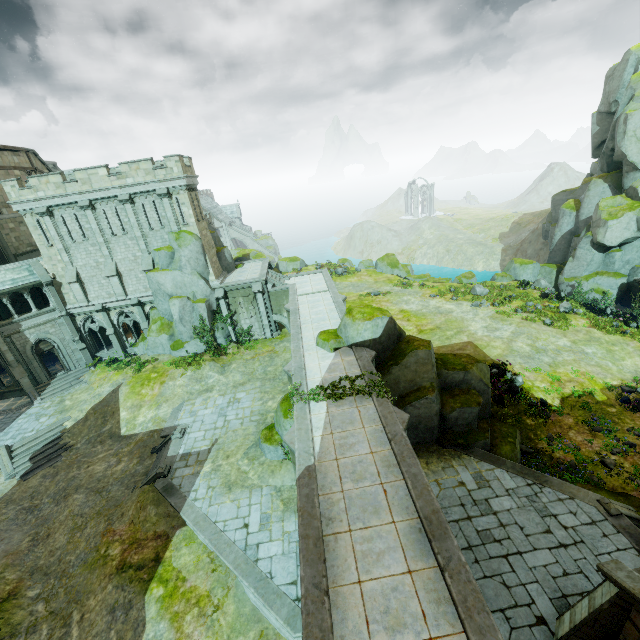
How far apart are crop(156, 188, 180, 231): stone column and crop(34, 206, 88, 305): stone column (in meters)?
8.65

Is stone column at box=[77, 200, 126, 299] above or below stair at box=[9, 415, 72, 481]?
above

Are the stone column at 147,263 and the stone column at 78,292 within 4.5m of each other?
no

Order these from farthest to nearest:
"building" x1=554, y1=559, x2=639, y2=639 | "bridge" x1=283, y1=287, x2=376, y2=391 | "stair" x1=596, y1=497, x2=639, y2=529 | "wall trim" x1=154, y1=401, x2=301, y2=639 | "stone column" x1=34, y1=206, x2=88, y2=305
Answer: "stone column" x1=34, y1=206, x2=88, y2=305 → "bridge" x1=283, y1=287, x2=376, y2=391 → "stair" x1=596, y1=497, x2=639, y2=529 → "wall trim" x1=154, y1=401, x2=301, y2=639 → "building" x1=554, y1=559, x2=639, y2=639

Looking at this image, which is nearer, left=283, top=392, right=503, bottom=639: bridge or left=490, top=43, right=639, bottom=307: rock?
left=283, top=392, right=503, bottom=639: bridge

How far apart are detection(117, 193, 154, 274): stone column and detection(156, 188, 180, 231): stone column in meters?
2.0 m

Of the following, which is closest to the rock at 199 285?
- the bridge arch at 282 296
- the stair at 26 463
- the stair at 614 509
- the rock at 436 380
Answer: the bridge arch at 282 296

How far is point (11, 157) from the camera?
31.3 meters
